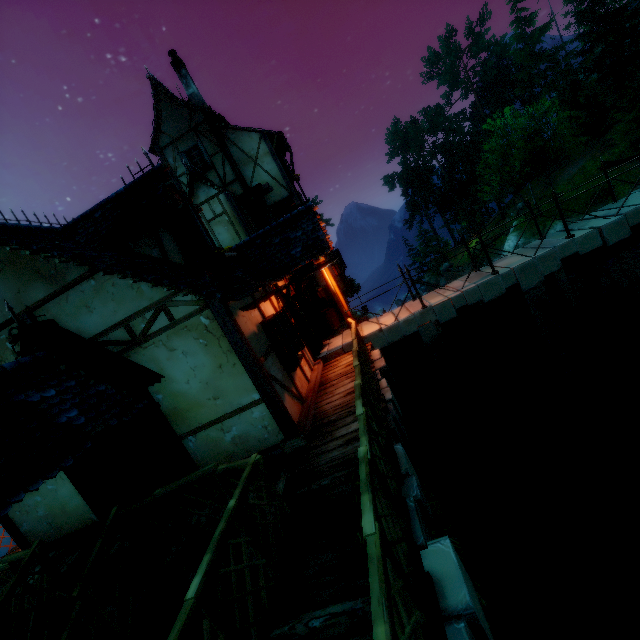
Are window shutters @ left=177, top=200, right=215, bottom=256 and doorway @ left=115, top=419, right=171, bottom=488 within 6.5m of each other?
yes

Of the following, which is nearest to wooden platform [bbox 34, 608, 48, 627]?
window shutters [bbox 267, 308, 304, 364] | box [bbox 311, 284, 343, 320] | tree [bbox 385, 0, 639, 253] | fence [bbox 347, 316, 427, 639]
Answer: fence [bbox 347, 316, 427, 639]

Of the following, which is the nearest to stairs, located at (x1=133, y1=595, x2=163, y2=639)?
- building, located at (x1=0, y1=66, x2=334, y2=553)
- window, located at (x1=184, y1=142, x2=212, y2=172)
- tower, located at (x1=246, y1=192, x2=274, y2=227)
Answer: building, located at (x1=0, y1=66, x2=334, y2=553)

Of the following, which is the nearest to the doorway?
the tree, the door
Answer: the door

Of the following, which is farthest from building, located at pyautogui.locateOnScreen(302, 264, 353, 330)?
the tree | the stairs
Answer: the tree

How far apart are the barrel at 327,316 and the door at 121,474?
7.5m

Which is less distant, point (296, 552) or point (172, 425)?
point (296, 552)

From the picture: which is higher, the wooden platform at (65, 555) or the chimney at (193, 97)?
the chimney at (193, 97)
